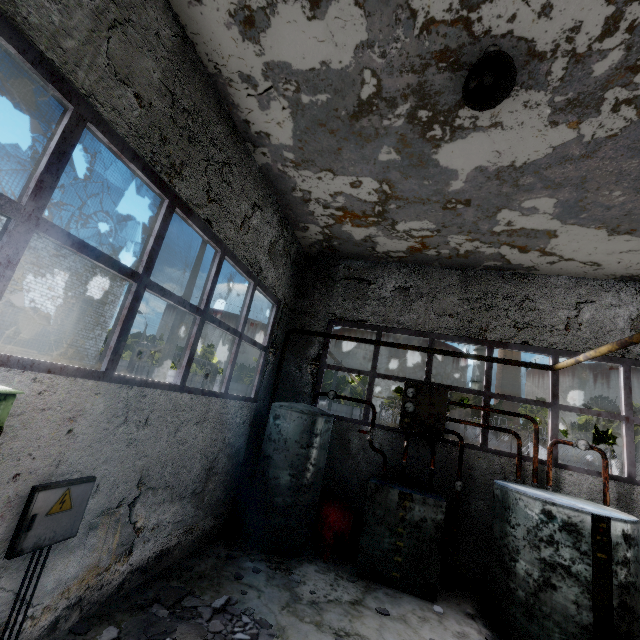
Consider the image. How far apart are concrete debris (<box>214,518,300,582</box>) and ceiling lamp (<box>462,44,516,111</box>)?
7.3m

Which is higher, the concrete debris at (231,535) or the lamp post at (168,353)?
the lamp post at (168,353)

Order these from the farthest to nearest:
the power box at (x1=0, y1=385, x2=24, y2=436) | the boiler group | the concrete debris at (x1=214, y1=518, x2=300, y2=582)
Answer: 1. the concrete debris at (x1=214, y1=518, x2=300, y2=582)
2. the boiler group
3. the power box at (x1=0, y1=385, x2=24, y2=436)

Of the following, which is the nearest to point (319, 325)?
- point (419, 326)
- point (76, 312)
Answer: point (419, 326)

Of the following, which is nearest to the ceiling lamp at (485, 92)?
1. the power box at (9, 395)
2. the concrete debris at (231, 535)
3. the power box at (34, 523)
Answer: the power box at (9, 395)

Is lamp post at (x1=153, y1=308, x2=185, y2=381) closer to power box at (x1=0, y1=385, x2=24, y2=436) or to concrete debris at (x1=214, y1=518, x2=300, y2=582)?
concrete debris at (x1=214, y1=518, x2=300, y2=582)

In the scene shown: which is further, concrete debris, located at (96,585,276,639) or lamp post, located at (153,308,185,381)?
lamp post, located at (153,308,185,381)

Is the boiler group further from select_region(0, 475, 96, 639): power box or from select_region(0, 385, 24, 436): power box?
select_region(0, 385, 24, 436): power box
